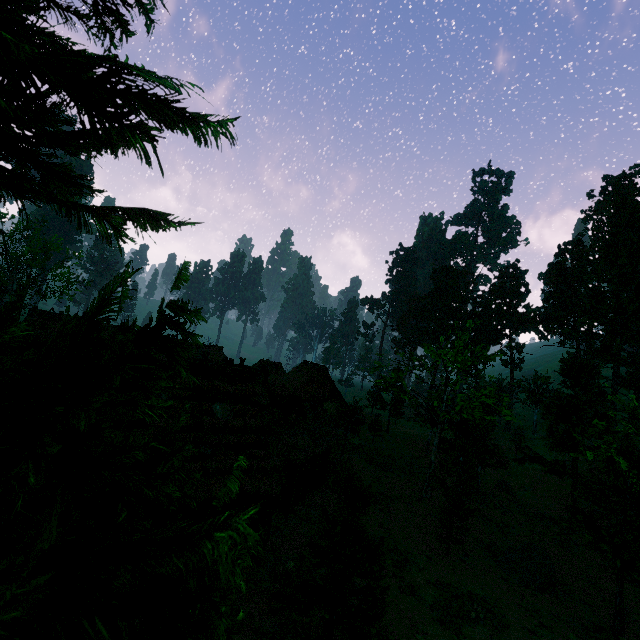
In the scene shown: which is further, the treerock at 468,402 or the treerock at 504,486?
the treerock at 504,486

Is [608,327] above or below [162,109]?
above

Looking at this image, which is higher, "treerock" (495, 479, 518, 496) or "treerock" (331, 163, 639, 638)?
"treerock" (331, 163, 639, 638)

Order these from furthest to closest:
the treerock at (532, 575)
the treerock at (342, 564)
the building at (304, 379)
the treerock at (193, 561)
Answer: the treerock at (532, 575) → the building at (304, 379) → the treerock at (342, 564) → the treerock at (193, 561)

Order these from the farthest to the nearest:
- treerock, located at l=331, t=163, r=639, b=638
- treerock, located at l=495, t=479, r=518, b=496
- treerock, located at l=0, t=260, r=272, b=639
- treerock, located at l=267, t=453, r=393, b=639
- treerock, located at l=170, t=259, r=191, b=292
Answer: treerock, located at l=495, t=479, r=518, b=496 → treerock, located at l=331, t=163, r=639, b=638 → treerock, located at l=267, t=453, r=393, b=639 → treerock, located at l=170, t=259, r=191, b=292 → treerock, located at l=0, t=260, r=272, b=639

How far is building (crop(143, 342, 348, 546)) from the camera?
12.8m

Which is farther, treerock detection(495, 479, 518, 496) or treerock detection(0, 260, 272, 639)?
treerock detection(495, 479, 518, 496)
